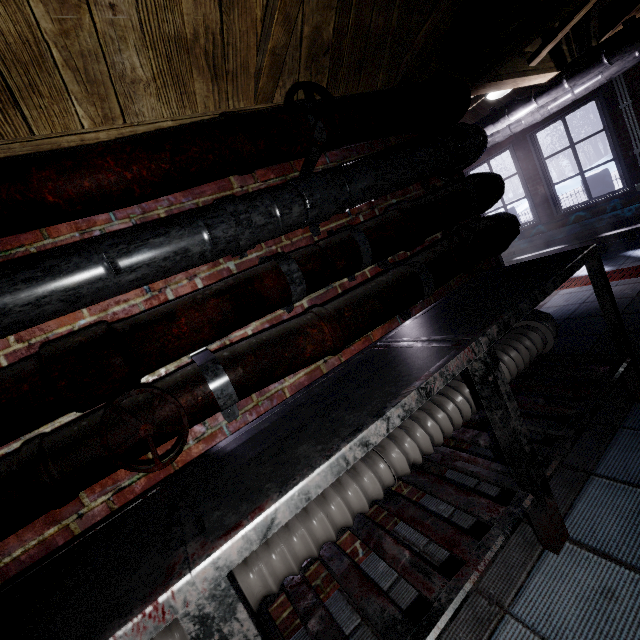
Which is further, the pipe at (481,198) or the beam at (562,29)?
the beam at (562,29)

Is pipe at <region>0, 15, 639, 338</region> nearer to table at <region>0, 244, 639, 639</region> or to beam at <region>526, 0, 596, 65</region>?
table at <region>0, 244, 639, 639</region>

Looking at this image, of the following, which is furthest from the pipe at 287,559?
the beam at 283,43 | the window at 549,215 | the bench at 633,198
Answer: the window at 549,215

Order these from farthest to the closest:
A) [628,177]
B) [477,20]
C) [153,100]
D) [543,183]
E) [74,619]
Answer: [543,183], [628,177], [477,20], [153,100], [74,619]

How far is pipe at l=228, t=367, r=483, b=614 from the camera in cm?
106

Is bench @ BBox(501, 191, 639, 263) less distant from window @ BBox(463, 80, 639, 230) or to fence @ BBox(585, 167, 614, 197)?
window @ BBox(463, 80, 639, 230)

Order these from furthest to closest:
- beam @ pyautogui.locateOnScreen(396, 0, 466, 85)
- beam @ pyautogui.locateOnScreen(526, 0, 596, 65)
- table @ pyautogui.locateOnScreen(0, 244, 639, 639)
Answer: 1. beam @ pyautogui.locateOnScreen(526, 0, 596, 65)
2. beam @ pyautogui.locateOnScreen(396, 0, 466, 85)
3. table @ pyautogui.locateOnScreen(0, 244, 639, 639)
